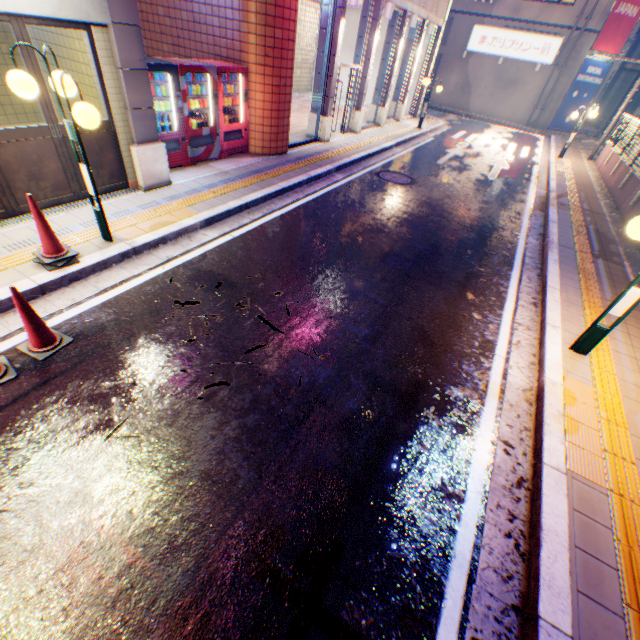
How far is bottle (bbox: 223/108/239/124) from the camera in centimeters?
867cm

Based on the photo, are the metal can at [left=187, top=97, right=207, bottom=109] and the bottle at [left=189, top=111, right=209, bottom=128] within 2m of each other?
yes

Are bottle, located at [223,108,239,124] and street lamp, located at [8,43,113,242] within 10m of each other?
yes

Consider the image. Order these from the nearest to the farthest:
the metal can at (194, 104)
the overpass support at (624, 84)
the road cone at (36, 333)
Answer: the road cone at (36, 333), the metal can at (194, 104), the overpass support at (624, 84)

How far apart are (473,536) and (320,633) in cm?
154

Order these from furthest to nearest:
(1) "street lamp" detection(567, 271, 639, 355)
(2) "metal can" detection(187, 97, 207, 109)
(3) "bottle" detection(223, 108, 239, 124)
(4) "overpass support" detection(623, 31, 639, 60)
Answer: (4) "overpass support" detection(623, 31, 639, 60) → (3) "bottle" detection(223, 108, 239, 124) → (2) "metal can" detection(187, 97, 207, 109) → (1) "street lamp" detection(567, 271, 639, 355)

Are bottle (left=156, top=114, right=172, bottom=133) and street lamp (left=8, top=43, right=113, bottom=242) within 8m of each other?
yes

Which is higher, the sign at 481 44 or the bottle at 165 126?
the sign at 481 44
